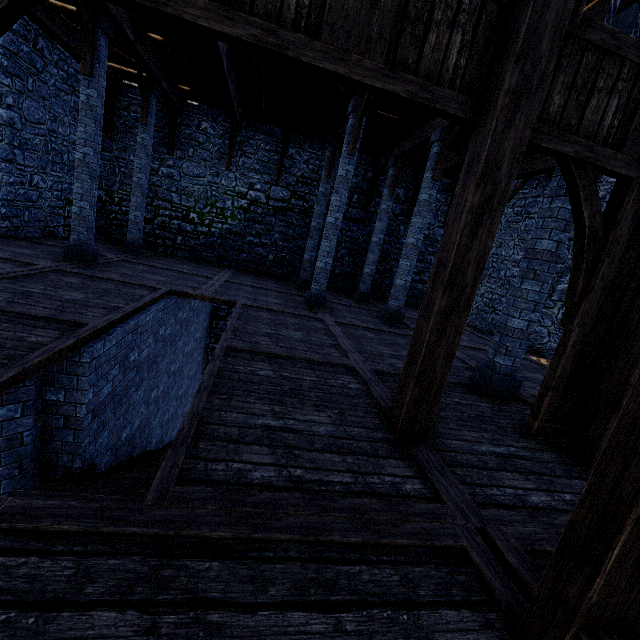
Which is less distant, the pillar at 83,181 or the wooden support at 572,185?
the wooden support at 572,185

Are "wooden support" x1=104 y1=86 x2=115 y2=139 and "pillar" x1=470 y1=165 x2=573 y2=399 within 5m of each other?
no

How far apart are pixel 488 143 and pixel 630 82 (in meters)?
1.72

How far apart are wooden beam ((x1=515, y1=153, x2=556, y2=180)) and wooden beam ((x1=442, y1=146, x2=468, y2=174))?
1.52m

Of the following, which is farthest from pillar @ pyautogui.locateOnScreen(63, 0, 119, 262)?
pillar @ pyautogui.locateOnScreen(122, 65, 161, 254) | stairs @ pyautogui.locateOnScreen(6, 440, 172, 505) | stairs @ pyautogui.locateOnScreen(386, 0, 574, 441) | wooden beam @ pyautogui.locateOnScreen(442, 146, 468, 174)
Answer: wooden beam @ pyautogui.locateOnScreen(442, 146, 468, 174)

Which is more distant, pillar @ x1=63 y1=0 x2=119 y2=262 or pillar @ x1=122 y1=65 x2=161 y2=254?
pillar @ x1=122 y1=65 x2=161 y2=254

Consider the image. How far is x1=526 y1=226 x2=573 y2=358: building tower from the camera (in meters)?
9.66

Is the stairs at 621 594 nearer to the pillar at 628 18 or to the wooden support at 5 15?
the pillar at 628 18
